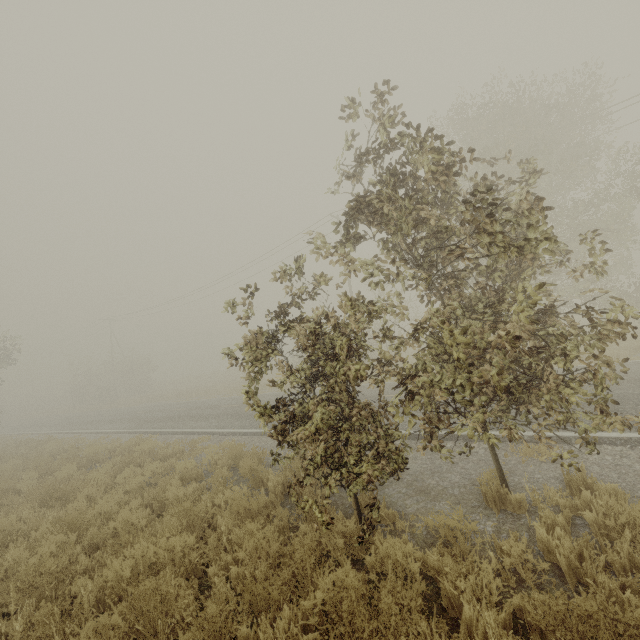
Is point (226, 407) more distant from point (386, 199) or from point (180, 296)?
point (180, 296)
